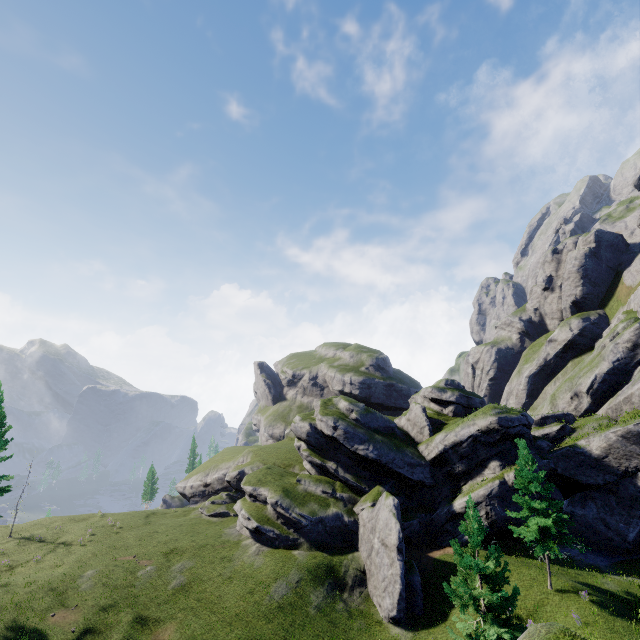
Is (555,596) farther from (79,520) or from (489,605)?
(79,520)

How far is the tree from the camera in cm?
2388

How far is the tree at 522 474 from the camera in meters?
23.9

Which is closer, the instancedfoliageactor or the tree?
the instancedfoliageactor

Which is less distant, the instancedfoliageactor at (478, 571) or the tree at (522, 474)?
the instancedfoliageactor at (478, 571)
